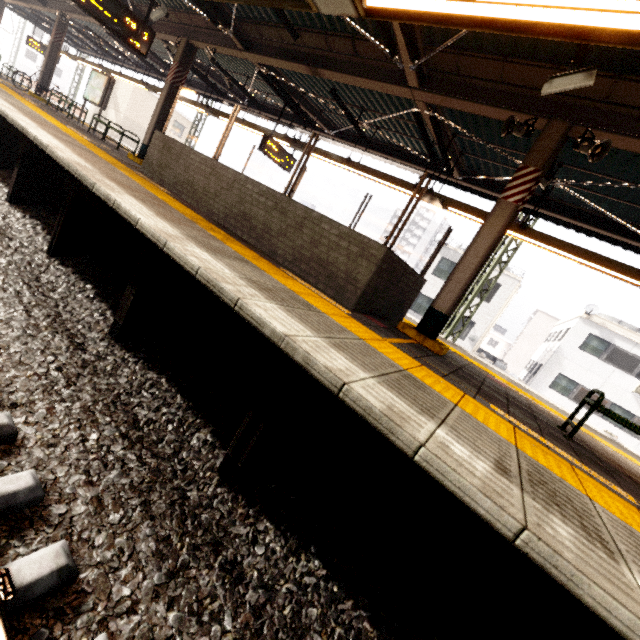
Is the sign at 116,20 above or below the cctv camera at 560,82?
below

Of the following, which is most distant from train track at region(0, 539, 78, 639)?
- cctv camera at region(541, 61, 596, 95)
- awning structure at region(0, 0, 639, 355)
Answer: cctv camera at region(541, 61, 596, 95)

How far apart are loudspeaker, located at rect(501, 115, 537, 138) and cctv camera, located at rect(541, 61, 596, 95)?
0.7 meters

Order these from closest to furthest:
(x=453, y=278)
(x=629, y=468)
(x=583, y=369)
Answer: (x=629, y=468) → (x=453, y=278) → (x=583, y=369)

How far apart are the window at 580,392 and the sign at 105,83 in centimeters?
2784cm

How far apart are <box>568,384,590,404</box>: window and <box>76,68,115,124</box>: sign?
27.8 meters

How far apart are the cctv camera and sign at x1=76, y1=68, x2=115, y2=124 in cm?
1372

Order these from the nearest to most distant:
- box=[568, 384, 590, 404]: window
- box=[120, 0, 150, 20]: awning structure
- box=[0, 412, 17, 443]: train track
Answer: box=[0, 412, 17, 443]: train track
box=[120, 0, 150, 20]: awning structure
box=[568, 384, 590, 404]: window
